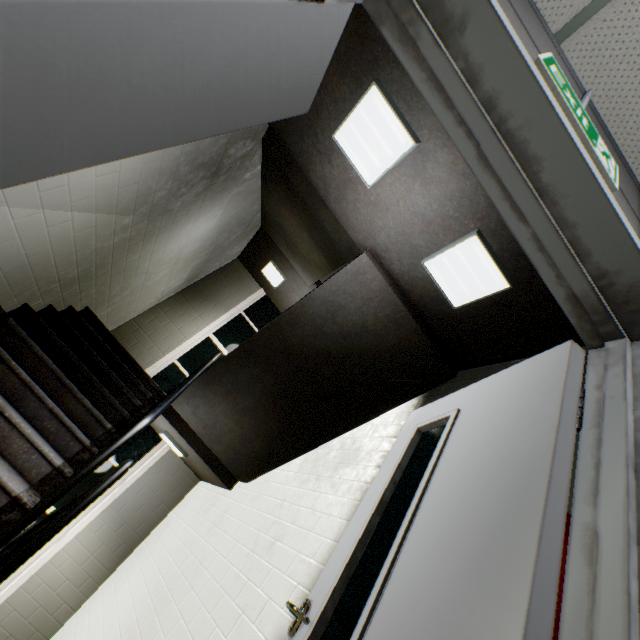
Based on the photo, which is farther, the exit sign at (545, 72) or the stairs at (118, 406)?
the stairs at (118, 406)

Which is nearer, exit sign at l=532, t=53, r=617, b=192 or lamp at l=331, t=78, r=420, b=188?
exit sign at l=532, t=53, r=617, b=192

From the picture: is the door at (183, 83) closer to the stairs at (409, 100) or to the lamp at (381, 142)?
the stairs at (409, 100)

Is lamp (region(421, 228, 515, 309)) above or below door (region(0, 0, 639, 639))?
above

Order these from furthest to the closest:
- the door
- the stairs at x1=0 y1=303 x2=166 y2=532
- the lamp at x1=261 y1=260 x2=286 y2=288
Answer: the lamp at x1=261 y1=260 x2=286 y2=288 < the stairs at x1=0 y1=303 x2=166 y2=532 < the door

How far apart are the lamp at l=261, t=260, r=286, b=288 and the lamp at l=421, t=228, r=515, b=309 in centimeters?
435cm

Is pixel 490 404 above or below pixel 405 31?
below

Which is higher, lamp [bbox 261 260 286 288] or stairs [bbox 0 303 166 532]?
lamp [bbox 261 260 286 288]
